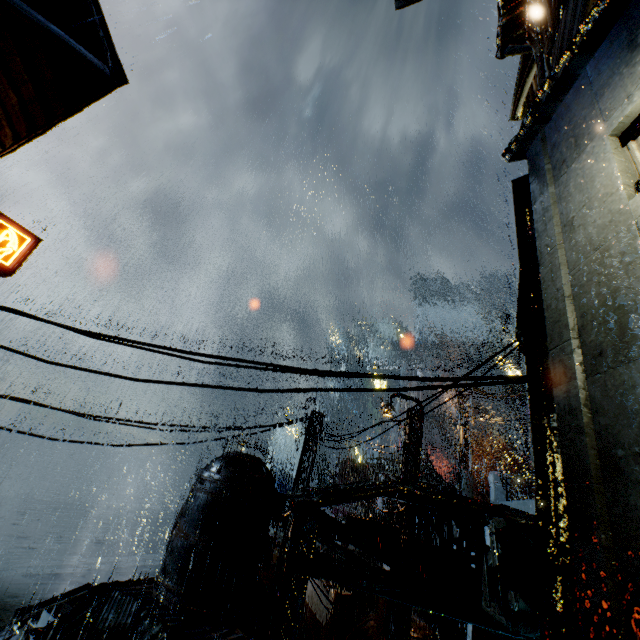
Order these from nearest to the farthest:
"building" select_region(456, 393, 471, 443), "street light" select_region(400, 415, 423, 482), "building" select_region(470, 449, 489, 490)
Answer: "street light" select_region(400, 415, 423, 482) < "building" select_region(470, 449, 489, 490) < "building" select_region(456, 393, 471, 443)

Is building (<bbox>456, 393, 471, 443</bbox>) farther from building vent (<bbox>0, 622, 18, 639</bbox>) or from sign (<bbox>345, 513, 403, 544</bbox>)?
building vent (<bbox>0, 622, 18, 639</bbox>)

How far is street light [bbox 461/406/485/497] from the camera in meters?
21.3 m

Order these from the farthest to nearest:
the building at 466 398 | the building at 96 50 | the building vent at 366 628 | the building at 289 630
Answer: the building at 466 398
the building vent at 366 628
the building at 96 50
the building at 289 630

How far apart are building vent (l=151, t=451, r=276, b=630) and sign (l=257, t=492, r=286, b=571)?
0.0 meters

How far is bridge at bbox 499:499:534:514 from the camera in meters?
13.3

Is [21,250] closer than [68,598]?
Yes

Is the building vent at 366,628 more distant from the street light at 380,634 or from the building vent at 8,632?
the building vent at 8,632
